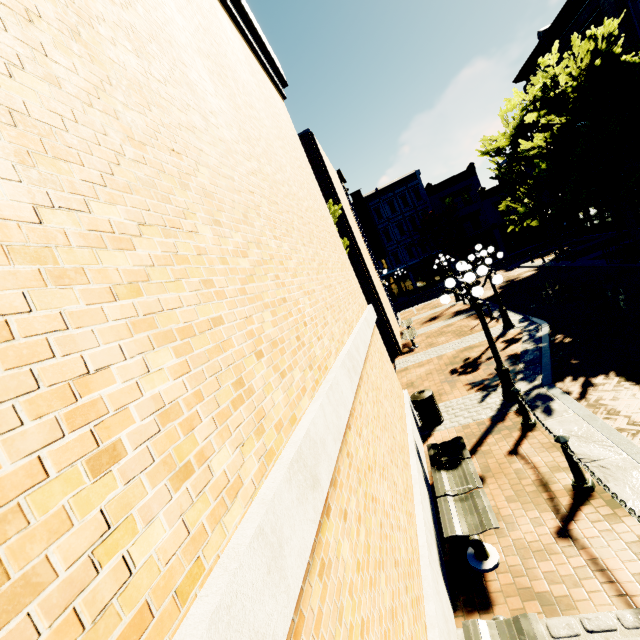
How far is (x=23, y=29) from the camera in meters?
1.3 m

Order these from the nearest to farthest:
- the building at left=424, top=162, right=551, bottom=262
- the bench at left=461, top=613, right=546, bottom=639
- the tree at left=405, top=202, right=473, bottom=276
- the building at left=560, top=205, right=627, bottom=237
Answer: the bench at left=461, top=613, right=546, bottom=639 < the building at left=560, top=205, right=627, bottom=237 < the tree at left=405, top=202, right=473, bottom=276 < the building at left=424, top=162, right=551, bottom=262

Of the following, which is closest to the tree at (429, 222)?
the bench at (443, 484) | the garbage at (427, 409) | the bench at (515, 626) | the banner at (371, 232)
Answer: the garbage at (427, 409)

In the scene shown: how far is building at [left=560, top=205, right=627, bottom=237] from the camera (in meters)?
23.23

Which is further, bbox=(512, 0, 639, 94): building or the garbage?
bbox=(512, 0, 639, 94): building

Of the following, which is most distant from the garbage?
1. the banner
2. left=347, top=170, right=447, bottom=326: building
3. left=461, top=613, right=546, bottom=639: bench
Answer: the banner

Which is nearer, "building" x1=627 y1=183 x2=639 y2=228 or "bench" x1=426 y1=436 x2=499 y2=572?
"bench" x1=426 y1=436 x2=499 y2=572

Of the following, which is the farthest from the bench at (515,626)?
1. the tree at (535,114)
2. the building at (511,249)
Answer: the building at (511,249)
